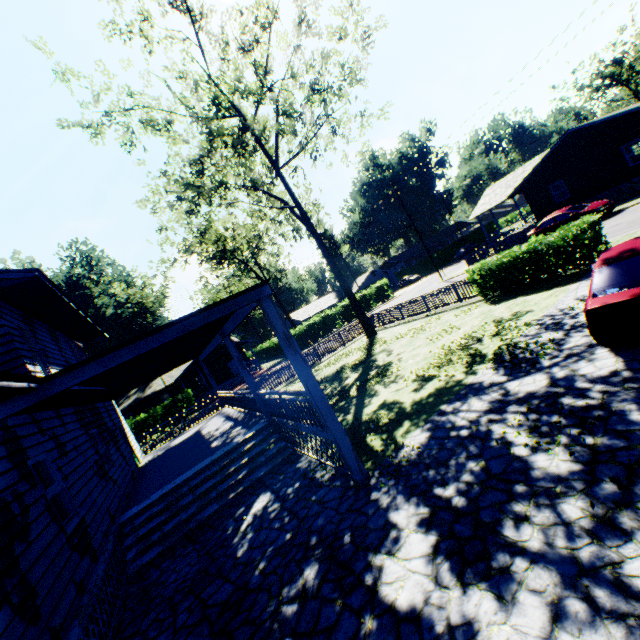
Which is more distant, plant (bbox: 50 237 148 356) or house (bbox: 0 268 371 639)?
plant (bbox: 50 237 148 356)

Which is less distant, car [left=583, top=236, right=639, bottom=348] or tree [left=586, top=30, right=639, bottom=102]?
car [left=583, top=236, right=639, bottom=348]

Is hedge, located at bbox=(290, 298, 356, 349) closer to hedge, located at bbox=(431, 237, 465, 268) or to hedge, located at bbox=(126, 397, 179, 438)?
hedge, located at bbox=(126, 397, 179, 438)

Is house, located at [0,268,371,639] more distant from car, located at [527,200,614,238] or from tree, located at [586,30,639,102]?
tree, located at [586,30,639,102]

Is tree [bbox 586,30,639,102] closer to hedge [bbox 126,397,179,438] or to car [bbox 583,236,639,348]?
car [bbox 583,236,639,348]

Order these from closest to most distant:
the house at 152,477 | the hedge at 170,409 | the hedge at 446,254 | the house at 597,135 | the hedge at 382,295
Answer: the house at 152,477 < the house at 597,135 < the hedge at 170,409 < the hedge at 382,295 < the hedge at 446,254

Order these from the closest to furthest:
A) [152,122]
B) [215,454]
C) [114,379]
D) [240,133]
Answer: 1. [114,379]
2. [215,454]
3. [152,122]
4. [240,133]

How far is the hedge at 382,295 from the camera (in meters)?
47.50
